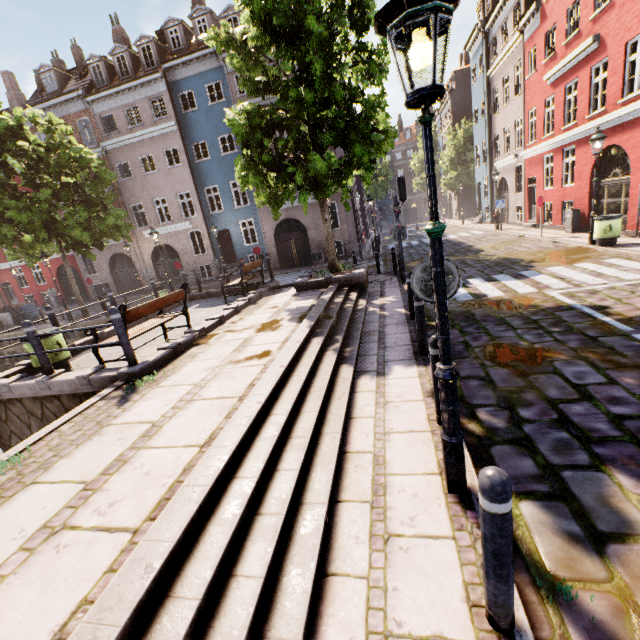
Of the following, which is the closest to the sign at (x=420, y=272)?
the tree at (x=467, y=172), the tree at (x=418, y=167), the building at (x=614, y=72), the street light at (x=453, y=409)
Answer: the street light at (x=453, y=409)

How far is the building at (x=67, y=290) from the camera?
26.92m

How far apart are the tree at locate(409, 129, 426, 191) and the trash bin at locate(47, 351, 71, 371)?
51.15m

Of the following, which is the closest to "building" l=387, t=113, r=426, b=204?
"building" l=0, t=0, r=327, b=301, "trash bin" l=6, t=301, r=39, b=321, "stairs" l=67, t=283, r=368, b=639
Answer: "stairs" l=67, t=283, r=368, b=639

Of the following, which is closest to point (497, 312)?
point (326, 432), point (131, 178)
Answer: point (326, 432)

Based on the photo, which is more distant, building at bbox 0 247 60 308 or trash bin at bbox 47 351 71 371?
building at bbox 0 247 60 308

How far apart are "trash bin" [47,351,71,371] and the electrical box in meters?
19.6

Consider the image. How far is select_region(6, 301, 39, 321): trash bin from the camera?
19.58m
